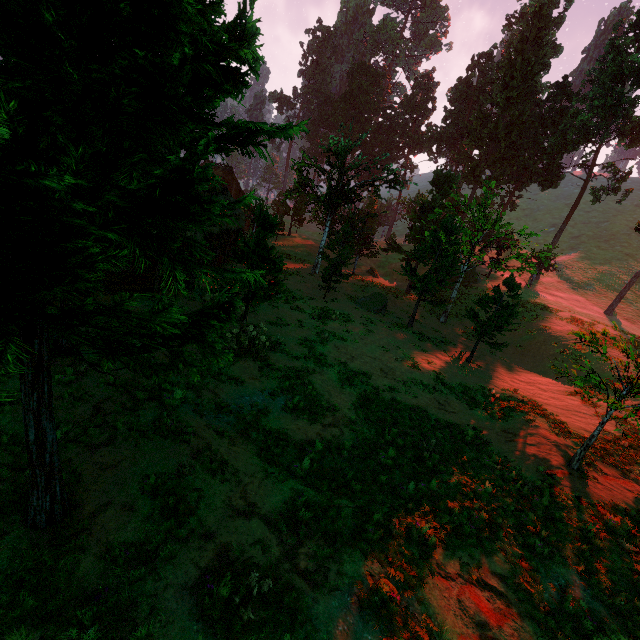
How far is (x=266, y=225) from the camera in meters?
14.0 m

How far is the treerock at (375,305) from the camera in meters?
27.5

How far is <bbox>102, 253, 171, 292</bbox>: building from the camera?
15.6m

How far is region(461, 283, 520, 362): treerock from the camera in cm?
1984

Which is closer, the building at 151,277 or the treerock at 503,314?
the building at 151,277

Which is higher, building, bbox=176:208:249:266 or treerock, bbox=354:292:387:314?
building, bbox=176:208:249:266

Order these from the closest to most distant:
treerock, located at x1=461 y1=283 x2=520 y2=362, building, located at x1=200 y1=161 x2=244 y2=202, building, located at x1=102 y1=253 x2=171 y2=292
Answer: building, located at x1=102 y1=253 x2=171 y2=292 < treerock, located at x1=461 y1=283 x2=520 y2=362 < building, located at x1=200 y1=161 x2=244 y2=202
